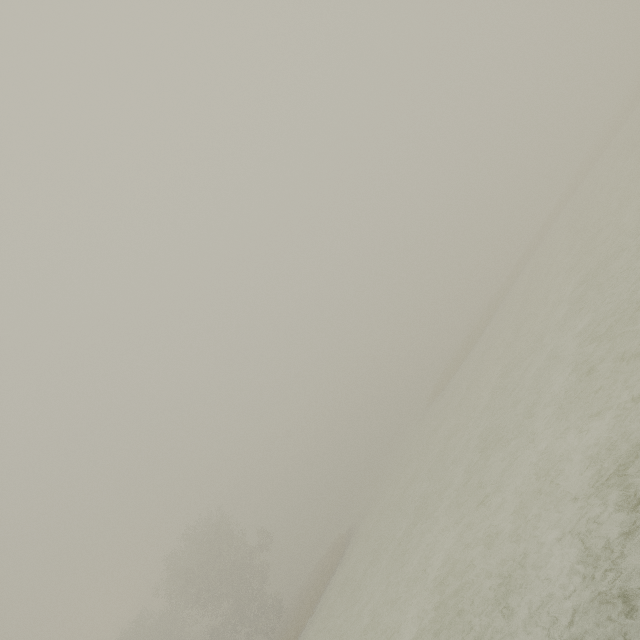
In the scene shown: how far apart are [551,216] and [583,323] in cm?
3746
